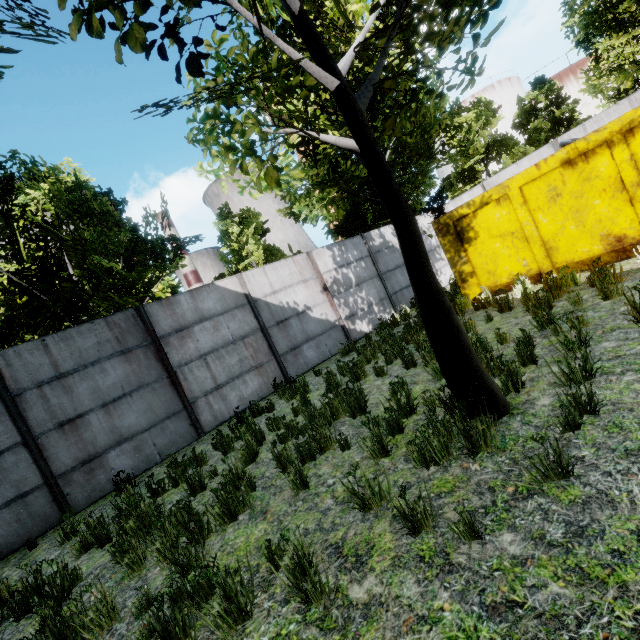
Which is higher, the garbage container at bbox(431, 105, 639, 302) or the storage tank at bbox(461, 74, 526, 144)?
the storage tank at bbox(461, 74, 526, 144)

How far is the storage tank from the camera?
38.8 meters

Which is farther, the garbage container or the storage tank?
the storage tank

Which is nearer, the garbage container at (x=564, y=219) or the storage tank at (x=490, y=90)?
the garbage container at (x=564, y=219)

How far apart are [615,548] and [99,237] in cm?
1459

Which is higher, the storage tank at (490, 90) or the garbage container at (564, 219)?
the storage tank at (490, 90)
